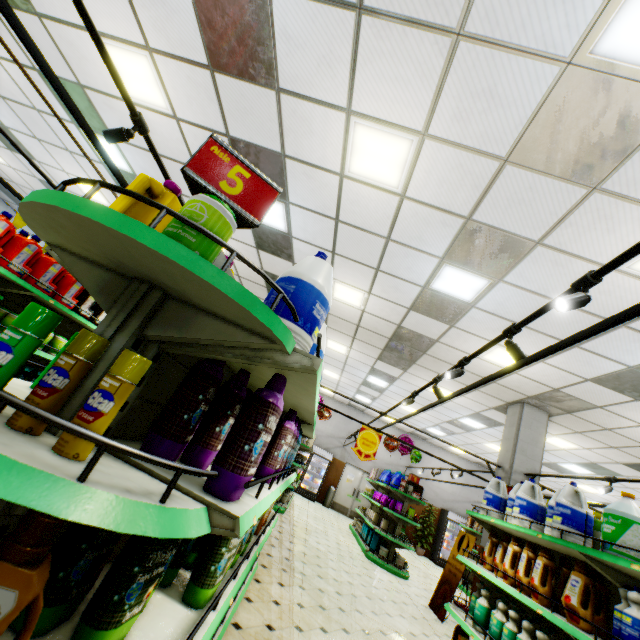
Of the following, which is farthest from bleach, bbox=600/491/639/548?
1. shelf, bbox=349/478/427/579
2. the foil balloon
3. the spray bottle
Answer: the foil balloon

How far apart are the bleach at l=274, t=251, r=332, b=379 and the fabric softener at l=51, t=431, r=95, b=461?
0.54m

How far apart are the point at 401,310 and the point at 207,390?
5.91m

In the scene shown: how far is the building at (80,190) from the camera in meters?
8.1 m

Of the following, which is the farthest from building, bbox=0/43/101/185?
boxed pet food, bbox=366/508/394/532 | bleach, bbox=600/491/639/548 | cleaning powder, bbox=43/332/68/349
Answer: bleach, bbox=600/491/639/548

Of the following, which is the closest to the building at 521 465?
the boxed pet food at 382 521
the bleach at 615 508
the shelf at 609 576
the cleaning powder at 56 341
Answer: the shelf at 609 576

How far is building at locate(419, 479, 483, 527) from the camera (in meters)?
15.99

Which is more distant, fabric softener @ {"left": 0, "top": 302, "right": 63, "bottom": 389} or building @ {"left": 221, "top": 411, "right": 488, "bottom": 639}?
building @ {"left": 221, "top": 411, "right": 488, "bottom": 639}
